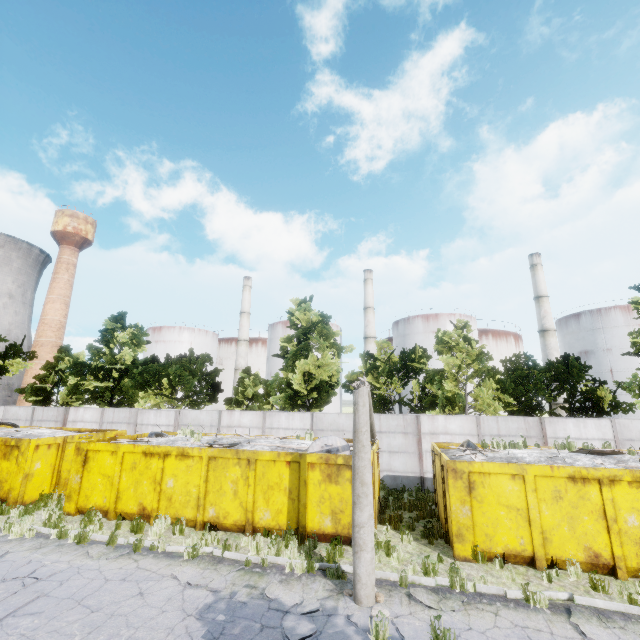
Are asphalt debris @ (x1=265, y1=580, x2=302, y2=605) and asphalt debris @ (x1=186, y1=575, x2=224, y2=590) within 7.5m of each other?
yes

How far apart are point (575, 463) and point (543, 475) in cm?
170

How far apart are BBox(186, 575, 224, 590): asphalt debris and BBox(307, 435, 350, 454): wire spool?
3.92m

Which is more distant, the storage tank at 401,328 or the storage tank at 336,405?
the storage tank at 336,405

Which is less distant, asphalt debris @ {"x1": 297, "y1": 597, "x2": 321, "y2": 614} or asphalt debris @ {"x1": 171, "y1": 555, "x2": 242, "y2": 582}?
asphalt debris @ {"x1": 297, "y1": 597, "x2": 321, "y2": 614}

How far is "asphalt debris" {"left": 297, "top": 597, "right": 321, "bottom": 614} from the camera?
6.68m

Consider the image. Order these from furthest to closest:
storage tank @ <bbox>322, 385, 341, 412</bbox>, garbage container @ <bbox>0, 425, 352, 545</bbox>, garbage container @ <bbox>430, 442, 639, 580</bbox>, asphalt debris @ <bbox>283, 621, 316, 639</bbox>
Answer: storage tank @ <bbox>322, 385, 341, 412</bbox>, garbage container @ <bbox>0, 425, 352, 545</bbox>, garbage container @ <bbox>430, 442, 639, 580</bbox>, asphalt debris @ <bbox>283, 621, 316, 639</bbox>

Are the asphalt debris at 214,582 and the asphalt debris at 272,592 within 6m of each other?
yes
